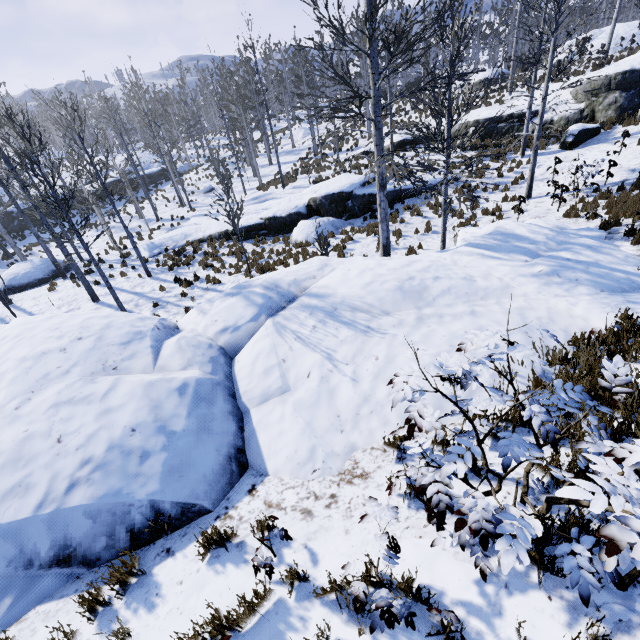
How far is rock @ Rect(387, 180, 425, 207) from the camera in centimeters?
1731cm

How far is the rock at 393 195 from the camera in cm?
1731

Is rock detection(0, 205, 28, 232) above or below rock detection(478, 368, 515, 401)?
below

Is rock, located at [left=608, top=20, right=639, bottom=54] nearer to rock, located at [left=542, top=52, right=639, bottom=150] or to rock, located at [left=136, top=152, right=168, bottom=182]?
rock, located at [left=542, top=52, right=639, bottom=150]

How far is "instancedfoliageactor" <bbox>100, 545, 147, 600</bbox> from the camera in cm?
296

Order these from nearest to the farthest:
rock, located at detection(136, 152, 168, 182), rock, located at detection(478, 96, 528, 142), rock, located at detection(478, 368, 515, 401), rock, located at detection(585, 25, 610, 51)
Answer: rock, located at detection(478, 368, 515, 401), rock, located at detection(478, 96, 528, 142), rock, located at detection(585, 25, 610, 51), rock, located at detection(136, 152, 168, 182)

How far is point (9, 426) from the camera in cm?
413

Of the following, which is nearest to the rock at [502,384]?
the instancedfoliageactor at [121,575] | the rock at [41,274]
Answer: the instancedfoliageactor at [121,575]
